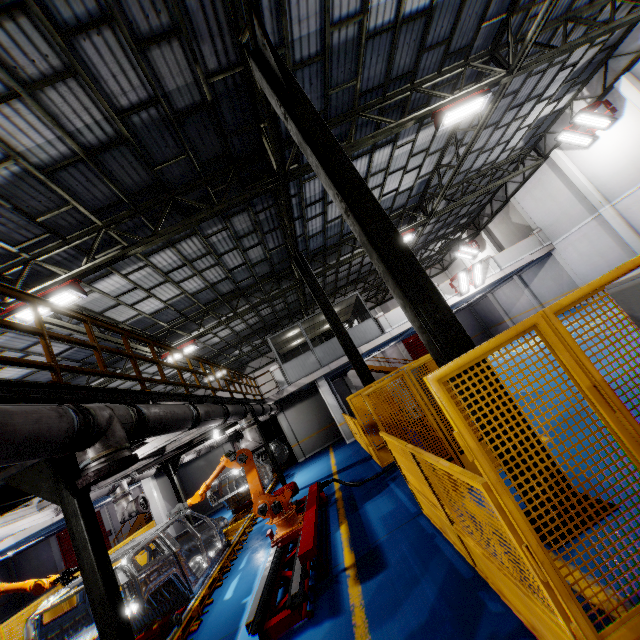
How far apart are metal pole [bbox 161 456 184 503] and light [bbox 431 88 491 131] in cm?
1499

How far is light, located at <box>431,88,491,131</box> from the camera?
8.93m

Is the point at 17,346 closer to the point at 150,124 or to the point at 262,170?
the point at 150,124

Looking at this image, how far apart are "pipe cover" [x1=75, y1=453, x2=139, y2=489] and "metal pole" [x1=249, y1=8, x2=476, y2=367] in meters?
3.8

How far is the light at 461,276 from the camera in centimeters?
1823cm

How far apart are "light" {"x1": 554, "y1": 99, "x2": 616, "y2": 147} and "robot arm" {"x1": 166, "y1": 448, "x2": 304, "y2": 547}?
18.57m

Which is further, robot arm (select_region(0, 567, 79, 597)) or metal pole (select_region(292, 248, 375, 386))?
metal pole (select_region(292, 248, 375, 386))

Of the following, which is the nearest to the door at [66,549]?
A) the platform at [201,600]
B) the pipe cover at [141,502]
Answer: the platform at [201,600]
